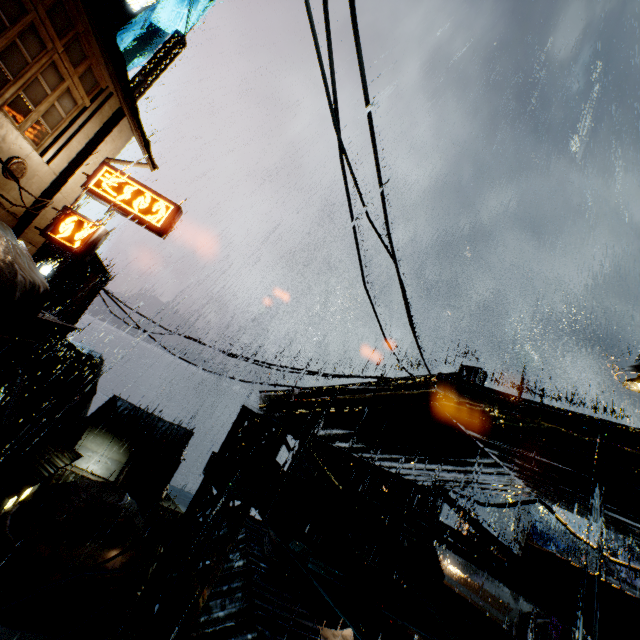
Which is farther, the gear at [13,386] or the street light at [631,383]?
the gear at [13,386]

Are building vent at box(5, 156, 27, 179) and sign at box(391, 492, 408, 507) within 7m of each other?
no

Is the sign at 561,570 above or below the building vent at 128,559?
above

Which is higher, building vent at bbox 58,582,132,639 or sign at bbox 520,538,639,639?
sign at bbox 520,538,639,639

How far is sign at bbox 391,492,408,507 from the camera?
11.37m

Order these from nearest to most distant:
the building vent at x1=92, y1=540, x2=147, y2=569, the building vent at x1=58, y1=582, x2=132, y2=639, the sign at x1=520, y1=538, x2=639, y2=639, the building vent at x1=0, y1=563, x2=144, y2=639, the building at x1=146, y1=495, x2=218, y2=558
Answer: the building at x1=146, y1=495, x2=218, y2=558 < the sign at x1=520, y1=538, x2=639, y2=639 < the building vent at x1=0, y1=563, x2=144, y2=639 < the building vent at x1=58, y1=582, x2=132, y2=639 < the building vent at x1=92, y1=540, x2=147, y2=569

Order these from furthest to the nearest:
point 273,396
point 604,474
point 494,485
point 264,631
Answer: point 494,485 → point 264,631 → point 273,396 → point 604,474

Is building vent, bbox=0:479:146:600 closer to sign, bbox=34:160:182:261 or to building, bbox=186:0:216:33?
building, bbox=186:0:216:33
